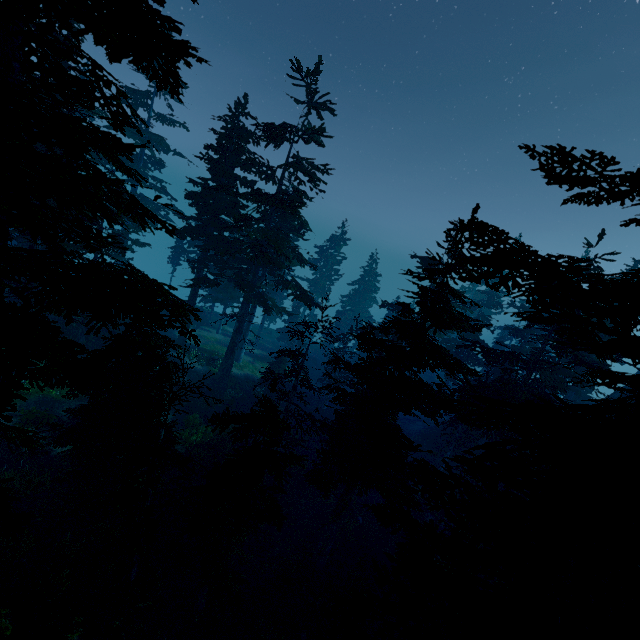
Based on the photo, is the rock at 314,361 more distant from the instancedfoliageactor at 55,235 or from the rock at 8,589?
the rock at 8,589

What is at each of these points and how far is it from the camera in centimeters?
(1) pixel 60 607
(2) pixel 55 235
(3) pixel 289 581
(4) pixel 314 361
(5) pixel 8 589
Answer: (1) instancedfoliageactor, 1112cm
(2) instancedfoliageactor, 797cm
(3) instancedfoliageactor, 1717cm
(4) rock, 4622cm
(5) rock, 1100cm

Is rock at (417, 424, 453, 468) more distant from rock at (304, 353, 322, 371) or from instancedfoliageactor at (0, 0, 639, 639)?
rock at (304, 353, 322, 371)

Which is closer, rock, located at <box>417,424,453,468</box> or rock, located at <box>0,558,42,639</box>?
rock, located at <box>0,558,42,639</box>

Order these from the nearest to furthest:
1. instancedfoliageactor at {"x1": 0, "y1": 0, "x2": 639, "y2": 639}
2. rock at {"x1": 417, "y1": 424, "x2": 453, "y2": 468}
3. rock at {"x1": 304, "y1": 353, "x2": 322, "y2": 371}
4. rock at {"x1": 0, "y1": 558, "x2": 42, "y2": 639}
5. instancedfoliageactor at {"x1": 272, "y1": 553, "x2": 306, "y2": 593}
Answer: instancedfoliageactor at {"x1": 0, "y1": 0, "x2": 639, "y2": 639} < rock at {"x1": 0, "y1": 558, "x2": 42, "y2": 639} < instancedfoliageactor at {"x1": 272, "y1": 553, "x2": 306, "y2": 593} < rock at {"x1": 417, "y1": 424, "x2": 453, "y2": 468} < rock at {"x1": 304, "y1": 353, "x2": 322, "y2": 371}

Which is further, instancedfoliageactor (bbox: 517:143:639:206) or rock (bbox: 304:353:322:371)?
rock (bbox: 304:353:322:371)

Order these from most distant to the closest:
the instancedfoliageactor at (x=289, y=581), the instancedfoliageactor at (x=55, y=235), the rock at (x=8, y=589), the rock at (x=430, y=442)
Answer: the rock at (x=430, y=442), the instancedfoliageactor at (x=289, y=581), the rock at (x=8, y=589), the instancedfoliageactor at (x=55, y=235)
